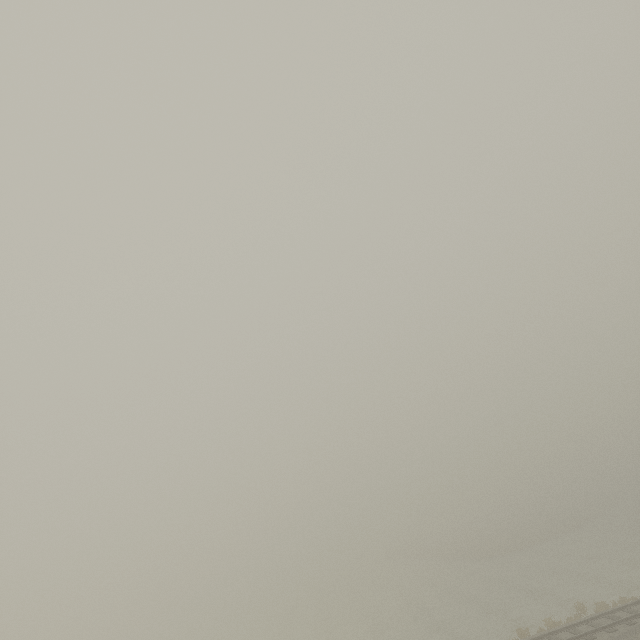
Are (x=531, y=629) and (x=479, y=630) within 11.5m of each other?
yes
